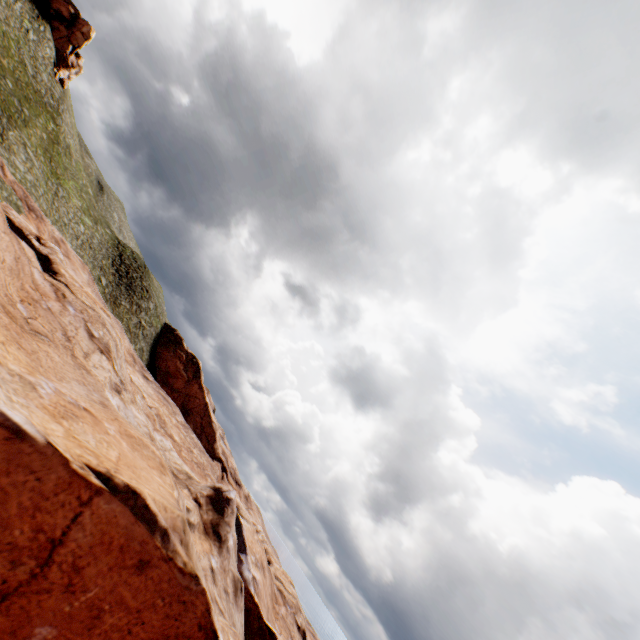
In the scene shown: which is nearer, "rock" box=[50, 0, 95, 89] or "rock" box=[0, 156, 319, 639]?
"rock" box=[0, 156, 319, 639]

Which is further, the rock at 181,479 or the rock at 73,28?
the rock at 73,28

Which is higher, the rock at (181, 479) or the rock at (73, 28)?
the rock at (73, 28)

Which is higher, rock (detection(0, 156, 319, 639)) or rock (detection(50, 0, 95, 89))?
rock (detection(50, 0, 95, 89))

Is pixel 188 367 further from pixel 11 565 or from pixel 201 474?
pixel 11 565
